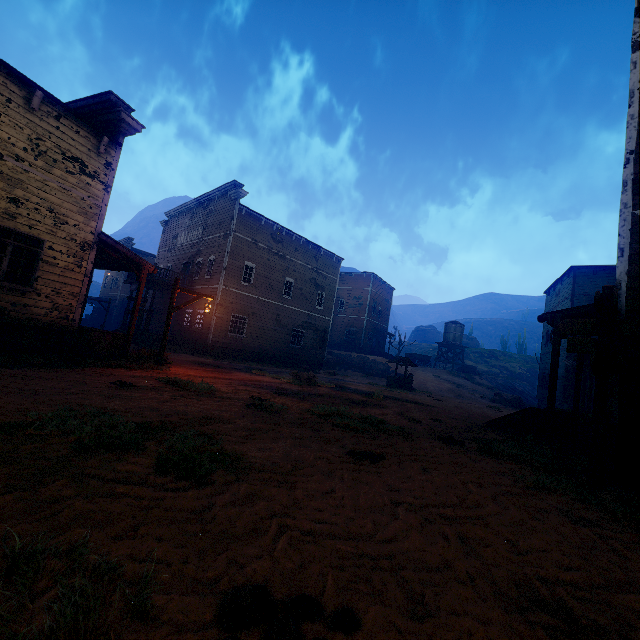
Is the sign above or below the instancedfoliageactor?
above

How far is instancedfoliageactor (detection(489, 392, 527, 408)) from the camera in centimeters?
2571cm

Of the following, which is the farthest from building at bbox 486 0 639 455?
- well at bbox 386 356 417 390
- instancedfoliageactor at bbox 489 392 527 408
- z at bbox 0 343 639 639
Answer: well at bbox 386 356 417 390

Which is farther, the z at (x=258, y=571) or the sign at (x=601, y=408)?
the sign at (x=601, y=408)

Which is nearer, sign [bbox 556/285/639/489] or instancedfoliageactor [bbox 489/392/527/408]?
sign [bbox 556/285/639/489]

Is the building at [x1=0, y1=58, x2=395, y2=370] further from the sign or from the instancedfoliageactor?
→ the instancedfoliageactor

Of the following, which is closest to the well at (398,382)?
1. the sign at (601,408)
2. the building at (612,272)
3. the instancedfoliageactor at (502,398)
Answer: the building at (612,272)

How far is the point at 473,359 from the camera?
53.1m
